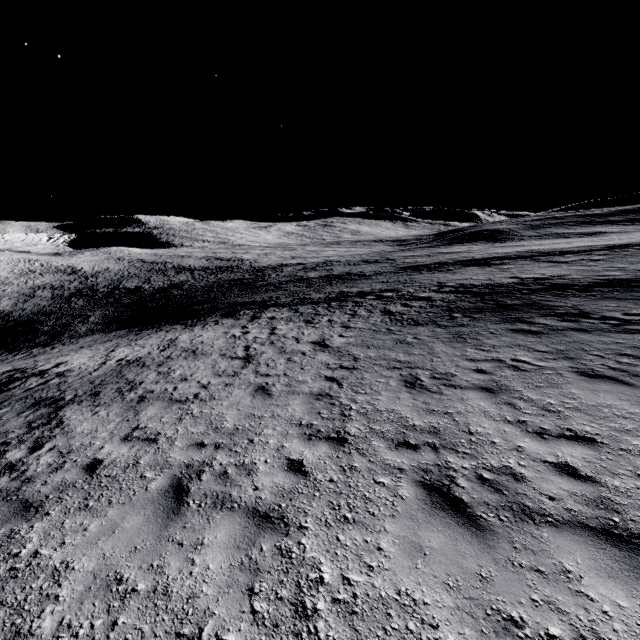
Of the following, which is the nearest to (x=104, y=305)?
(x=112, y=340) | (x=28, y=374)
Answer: (x=112, y=340)
